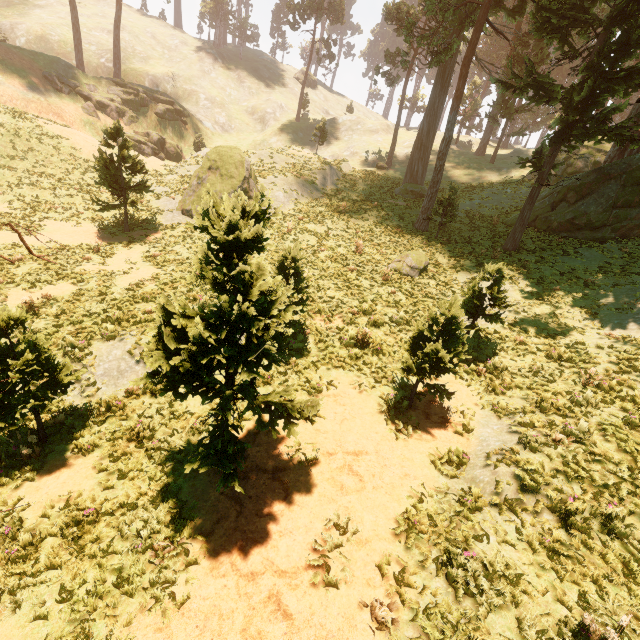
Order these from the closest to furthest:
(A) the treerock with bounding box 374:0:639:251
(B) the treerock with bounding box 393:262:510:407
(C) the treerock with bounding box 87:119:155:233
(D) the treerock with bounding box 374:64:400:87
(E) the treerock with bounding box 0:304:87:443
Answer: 1. (E) the treerock with bounding box 0:304:87:443
2. (B) the treerock with bounding box 393:262:510:407
3. (A) the treerock with bounding box 374:0:639:251
4. (C) the treerock with bounding box 87:119:155:233
5. (D) the treerock with bounding box 374:64:400:87

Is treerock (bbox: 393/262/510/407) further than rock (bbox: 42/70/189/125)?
No

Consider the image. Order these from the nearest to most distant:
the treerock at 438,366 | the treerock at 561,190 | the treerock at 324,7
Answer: the treerock at 438,366 < the treerock at 561,190 < the treerock at 324,7

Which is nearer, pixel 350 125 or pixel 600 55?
pixel 600 55

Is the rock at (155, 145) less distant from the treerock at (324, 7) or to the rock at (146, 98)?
the rock at (146, 98)

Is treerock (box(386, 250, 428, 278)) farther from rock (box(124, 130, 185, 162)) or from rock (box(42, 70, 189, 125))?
rock (box(124, 130, 185, 162))
